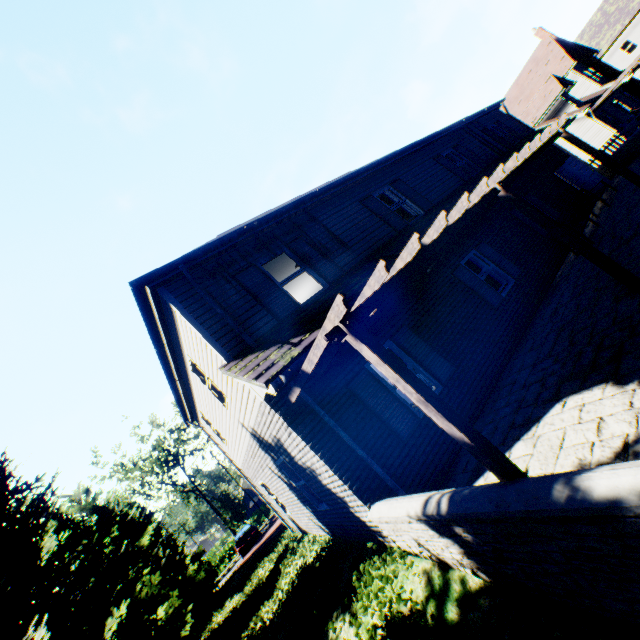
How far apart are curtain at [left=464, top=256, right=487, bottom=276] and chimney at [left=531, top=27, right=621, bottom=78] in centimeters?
3422cm

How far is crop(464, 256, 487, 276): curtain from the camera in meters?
10.3 m

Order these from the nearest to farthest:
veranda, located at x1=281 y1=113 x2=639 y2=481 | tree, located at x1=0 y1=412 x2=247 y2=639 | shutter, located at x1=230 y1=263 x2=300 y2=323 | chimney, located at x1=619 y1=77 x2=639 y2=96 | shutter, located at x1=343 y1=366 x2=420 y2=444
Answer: veranda, located at x1=281 y1=113 x2=639 y2=481, shutter, located at x1=343 y1=366 x2=420 y2=444, shutter, located at x1=230 y1=263 x2=300 y2=323, tree, located at x1=0 y1=412 x2=247 y2=639, chimney, located at x1=619 y1=77 x2=639 y2=96

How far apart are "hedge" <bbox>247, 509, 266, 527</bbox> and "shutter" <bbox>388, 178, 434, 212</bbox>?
47.2 meters

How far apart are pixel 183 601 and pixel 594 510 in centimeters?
2380cm

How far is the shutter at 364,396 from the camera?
6.4 meters

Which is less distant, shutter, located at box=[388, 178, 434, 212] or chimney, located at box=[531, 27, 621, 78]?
shutter, located at box=[388, 178, 434, 212]

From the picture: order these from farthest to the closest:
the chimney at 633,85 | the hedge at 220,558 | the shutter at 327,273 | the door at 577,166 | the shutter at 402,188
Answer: the hedge at 220,558 < the chimney at 633,85 < the door at 577,166 < the shutter at 402,188 < the shutter at 327,273
